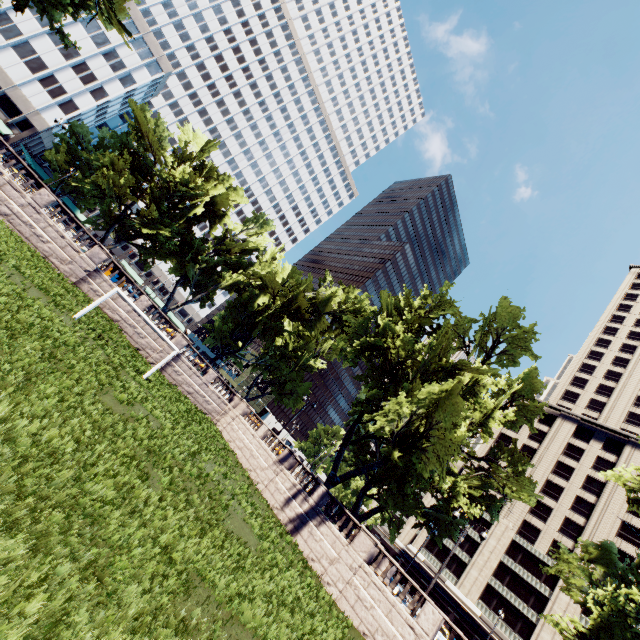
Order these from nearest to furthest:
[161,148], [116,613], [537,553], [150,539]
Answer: [116,613]
[150,539]
[161,148]
[537,553]

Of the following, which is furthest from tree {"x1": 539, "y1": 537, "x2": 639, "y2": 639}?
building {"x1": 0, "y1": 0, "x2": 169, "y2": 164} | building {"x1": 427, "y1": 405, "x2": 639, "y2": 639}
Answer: building {"x1": 427, "y1": 405, "x2": 639, "y2": 639}

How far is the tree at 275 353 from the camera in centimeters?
2652cm

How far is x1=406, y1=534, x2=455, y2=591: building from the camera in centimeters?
5250cm

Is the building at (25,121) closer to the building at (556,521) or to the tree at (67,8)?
the tree at (67,8)

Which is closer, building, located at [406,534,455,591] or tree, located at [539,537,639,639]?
tree, located at [539,537,639,639]

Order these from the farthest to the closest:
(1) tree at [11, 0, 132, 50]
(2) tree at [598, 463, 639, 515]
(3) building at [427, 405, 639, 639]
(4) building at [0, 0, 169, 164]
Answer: (4) building at [0, 0, 169, 164]
(3) building at [427, 405, 639, 639]
(1) tree at [11, 0, 132, 50]
(2) tree at [598, 463, 639, 515]

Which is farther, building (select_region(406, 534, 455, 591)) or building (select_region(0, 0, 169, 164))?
building (select_region(406, 534, 455, 591))
